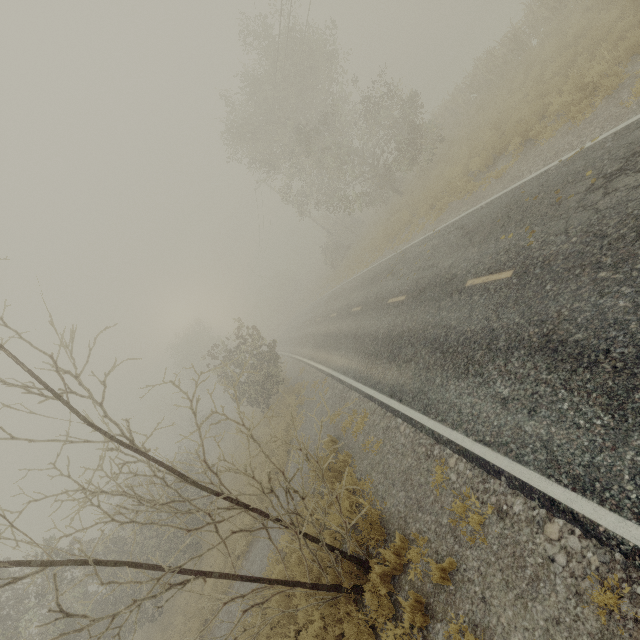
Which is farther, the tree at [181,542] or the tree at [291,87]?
the tree at [291,87]

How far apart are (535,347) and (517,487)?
2.2 meters

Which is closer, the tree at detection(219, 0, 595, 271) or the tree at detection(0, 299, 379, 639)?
the tree at detection(0, 299, 379, 639)
